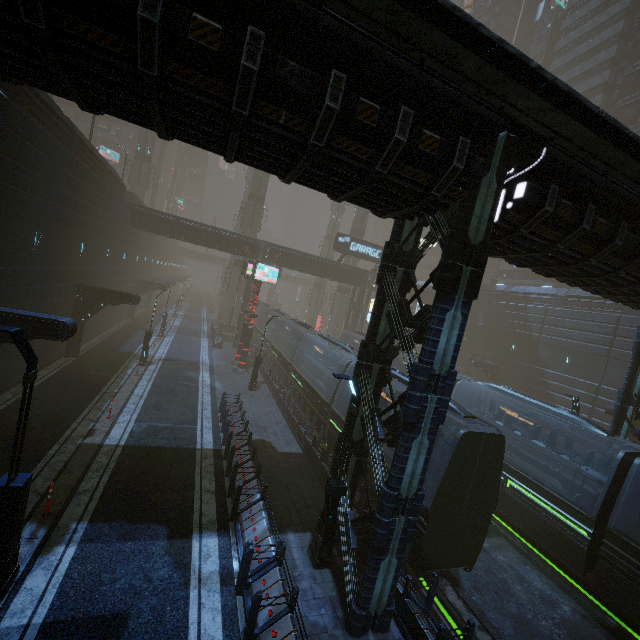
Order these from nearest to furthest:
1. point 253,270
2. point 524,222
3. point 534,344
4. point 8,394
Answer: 1. point 524,222
2. point 8,394
3. point 253,270
4. point 534,344

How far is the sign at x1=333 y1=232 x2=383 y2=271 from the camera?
34.72m

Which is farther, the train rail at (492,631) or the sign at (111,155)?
the sign at (111,155)

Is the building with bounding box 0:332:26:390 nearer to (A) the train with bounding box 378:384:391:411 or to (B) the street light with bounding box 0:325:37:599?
(A) the train with bounding box 378:384:391:411

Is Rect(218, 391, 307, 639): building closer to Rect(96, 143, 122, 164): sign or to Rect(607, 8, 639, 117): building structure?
Rect(607, 8, 639, 117): building structure

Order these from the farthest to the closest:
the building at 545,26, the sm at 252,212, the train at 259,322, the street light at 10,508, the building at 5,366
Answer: the sm at 252,212, the building at 545,26, the train at 259,322, the building at 5,366, the street light at 10,508

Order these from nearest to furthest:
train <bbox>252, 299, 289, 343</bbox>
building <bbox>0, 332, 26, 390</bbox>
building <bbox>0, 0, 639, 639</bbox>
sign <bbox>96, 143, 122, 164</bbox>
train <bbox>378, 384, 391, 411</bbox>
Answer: building <bbox>0, 0, 639, 639</bbox> → building <bbox>0, 332, 26, 390</bbox> → train <bbox>378, 384, 391, 411</bbox> → train <bbox>252, 299, 289, 343</bbox> → sign <bbox>96, 143, 122, 164</bbox>

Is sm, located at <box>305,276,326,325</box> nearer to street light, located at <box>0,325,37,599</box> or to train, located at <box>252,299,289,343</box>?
train, located at <box>252,299,289,343</box>
